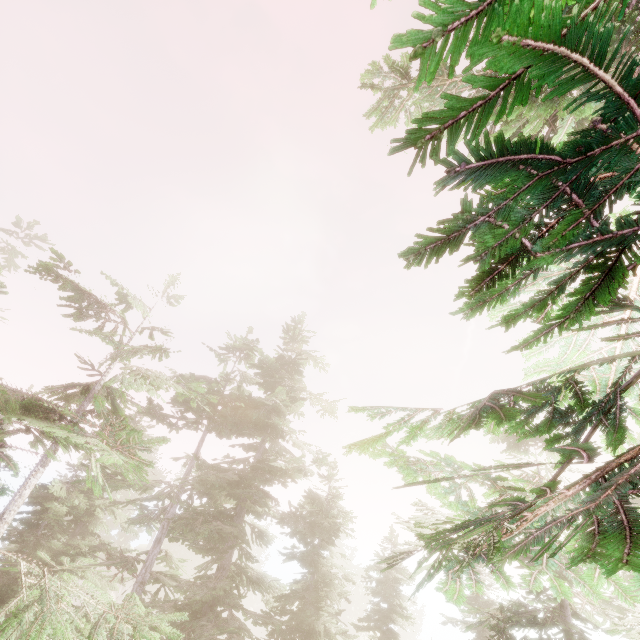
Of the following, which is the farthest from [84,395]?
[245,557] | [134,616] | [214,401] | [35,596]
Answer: [245,557]
